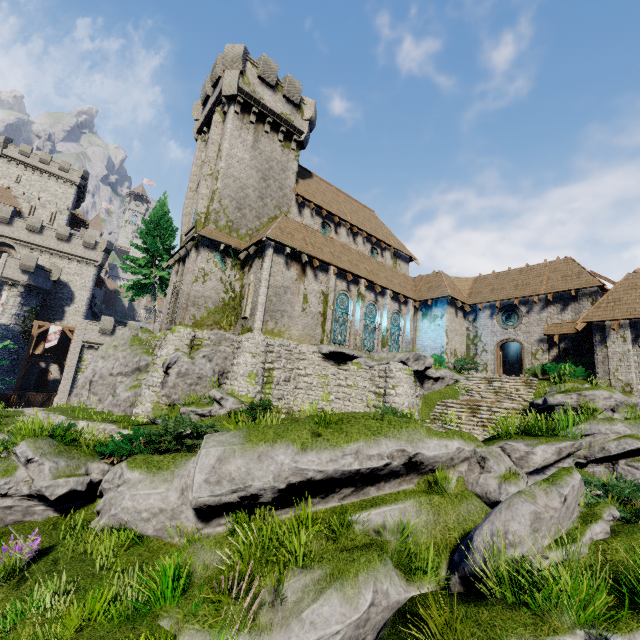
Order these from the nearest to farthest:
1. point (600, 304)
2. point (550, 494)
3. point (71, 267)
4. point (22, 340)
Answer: point (550, 494) < point (600, 304) < point (22, 340) < point (71, 267)

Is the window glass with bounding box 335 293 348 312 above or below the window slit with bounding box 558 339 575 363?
above

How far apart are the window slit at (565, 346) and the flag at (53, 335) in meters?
50.2

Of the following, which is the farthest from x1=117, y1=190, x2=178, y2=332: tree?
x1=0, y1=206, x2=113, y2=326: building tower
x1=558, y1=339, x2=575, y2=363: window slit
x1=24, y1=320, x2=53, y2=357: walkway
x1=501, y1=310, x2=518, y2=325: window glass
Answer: x1=558, y1=339, x2=575, y2=363: window slit

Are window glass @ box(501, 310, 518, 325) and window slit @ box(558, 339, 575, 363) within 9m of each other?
yes

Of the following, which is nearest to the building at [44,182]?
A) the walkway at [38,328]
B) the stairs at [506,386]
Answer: the walkway at [38,328]

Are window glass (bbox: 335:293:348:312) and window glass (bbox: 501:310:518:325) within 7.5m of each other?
no

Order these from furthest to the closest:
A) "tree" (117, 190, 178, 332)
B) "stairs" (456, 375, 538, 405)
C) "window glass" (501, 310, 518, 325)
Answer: "tree" (117, 190, 178, 332)
"window glass" (501, 310, 518, 325)
"stairs" (456, 375, 538, 405)
